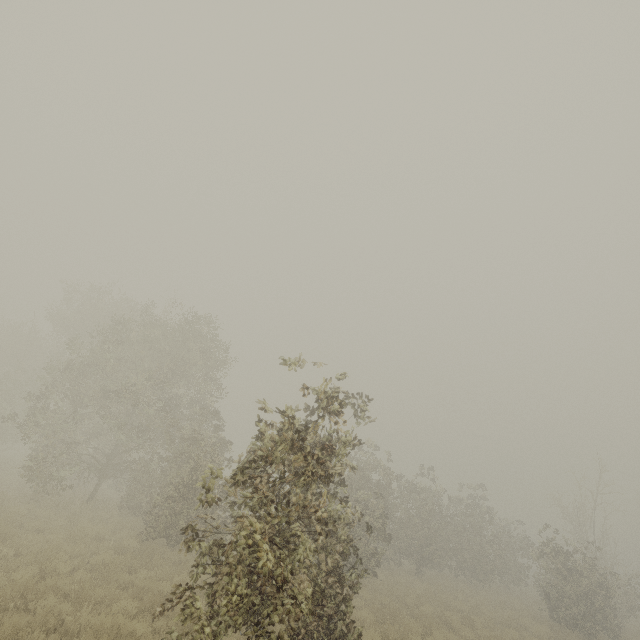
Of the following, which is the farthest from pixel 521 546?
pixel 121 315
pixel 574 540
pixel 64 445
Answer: pixel 121 315
